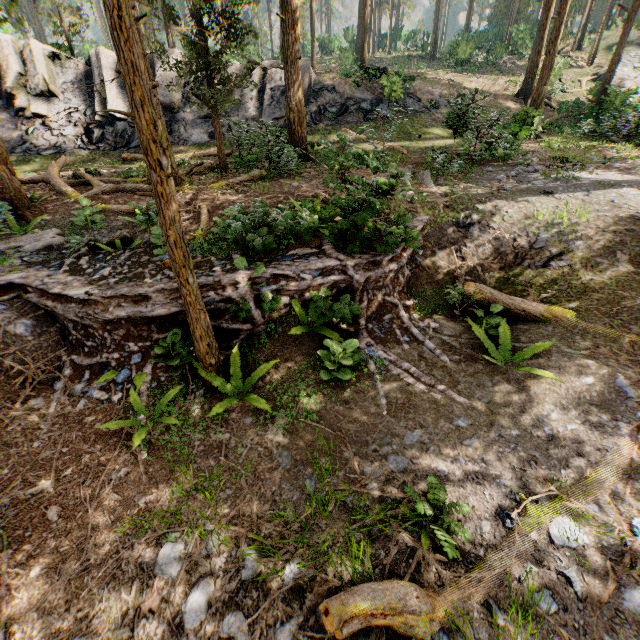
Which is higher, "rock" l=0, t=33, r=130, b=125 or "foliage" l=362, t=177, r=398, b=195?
"rock" l=0, t=33, r=130, b=125

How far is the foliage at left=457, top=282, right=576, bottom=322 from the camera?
7.1 meters

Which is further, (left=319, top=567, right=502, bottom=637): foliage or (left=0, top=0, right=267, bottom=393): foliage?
(left=0, top=0, right=267, bottom=393): foliage

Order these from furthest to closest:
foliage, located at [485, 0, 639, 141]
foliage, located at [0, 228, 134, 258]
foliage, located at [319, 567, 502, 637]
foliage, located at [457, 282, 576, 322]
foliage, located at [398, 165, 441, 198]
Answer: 1. foliage, located at [485, 0, 639, 141]
2. foliage, located at [0, 228, 134, 258]
3. foliage, located at [457, 282, 576, 322]
4. foliage, located at [398, 165, 441, 198]
5. foliage, located at [319, 567, 502, 637]

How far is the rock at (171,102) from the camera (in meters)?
19.80

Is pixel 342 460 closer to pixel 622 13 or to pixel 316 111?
pixel 316 111

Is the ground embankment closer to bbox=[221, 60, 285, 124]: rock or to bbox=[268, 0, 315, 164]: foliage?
bbox=[268, 0, 315, 164]: foliage
